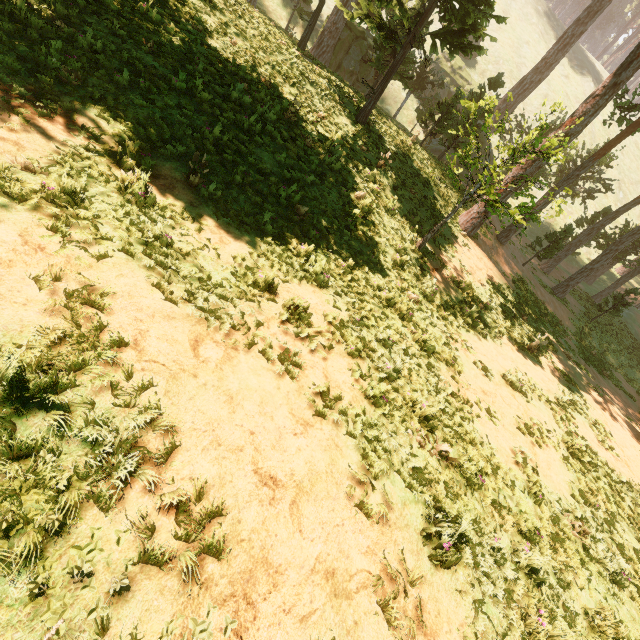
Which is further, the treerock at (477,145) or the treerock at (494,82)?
the treerock at (494,82)

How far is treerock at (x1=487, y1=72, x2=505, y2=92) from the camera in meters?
21.8

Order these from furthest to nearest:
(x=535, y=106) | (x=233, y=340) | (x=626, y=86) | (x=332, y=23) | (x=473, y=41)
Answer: (x=535, y=106), (x=473, y=41), (x=332, y=23), (x=626, y=86), (x=233, y=340)

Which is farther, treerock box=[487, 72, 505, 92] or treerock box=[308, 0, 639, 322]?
treerock box=[487, 72, 505, 92]

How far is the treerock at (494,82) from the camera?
21.8m
